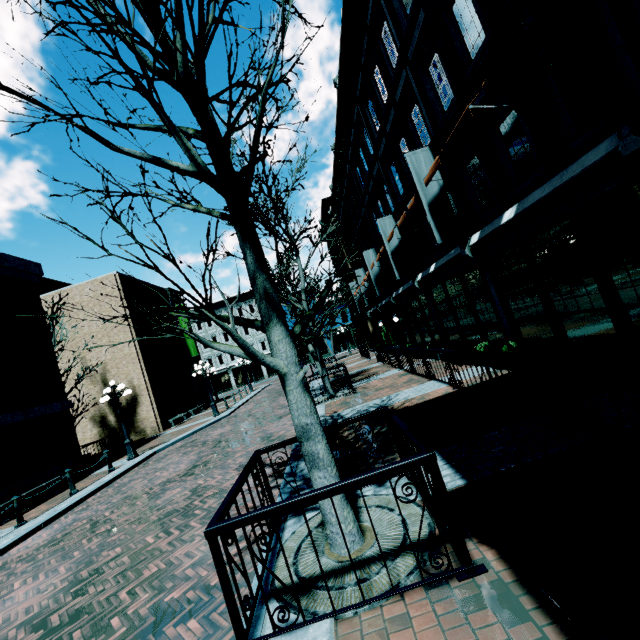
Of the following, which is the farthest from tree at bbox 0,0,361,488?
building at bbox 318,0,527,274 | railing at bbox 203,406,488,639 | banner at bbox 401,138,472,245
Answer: banner at bbox 401,138,472,245

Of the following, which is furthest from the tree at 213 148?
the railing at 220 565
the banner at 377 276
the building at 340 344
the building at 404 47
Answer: the building at 340 344

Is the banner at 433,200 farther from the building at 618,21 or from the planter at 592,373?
the planter at 592,373

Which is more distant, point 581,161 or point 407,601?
point 581,161

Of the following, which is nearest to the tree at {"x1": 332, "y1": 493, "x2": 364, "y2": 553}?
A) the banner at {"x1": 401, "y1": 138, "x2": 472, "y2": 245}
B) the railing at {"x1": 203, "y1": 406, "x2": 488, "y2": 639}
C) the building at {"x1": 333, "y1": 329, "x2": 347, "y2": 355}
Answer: the railing at {"x1": 203, "y1": 406, "x2": 488, "y2": 639}

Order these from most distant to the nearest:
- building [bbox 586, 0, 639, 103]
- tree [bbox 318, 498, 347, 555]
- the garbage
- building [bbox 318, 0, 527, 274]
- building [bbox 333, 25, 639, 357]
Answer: the garbage < building [bbox 318, 0, 527, 274] < building [bbox 333, 25, 639, 357] < building [bbox 586, 0, 639, 103] < tree [bbox 318, 498, 347, 555]

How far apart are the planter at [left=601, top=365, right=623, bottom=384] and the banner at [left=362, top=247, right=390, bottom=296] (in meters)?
12.32

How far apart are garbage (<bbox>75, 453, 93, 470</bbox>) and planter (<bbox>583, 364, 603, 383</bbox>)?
17.77m
